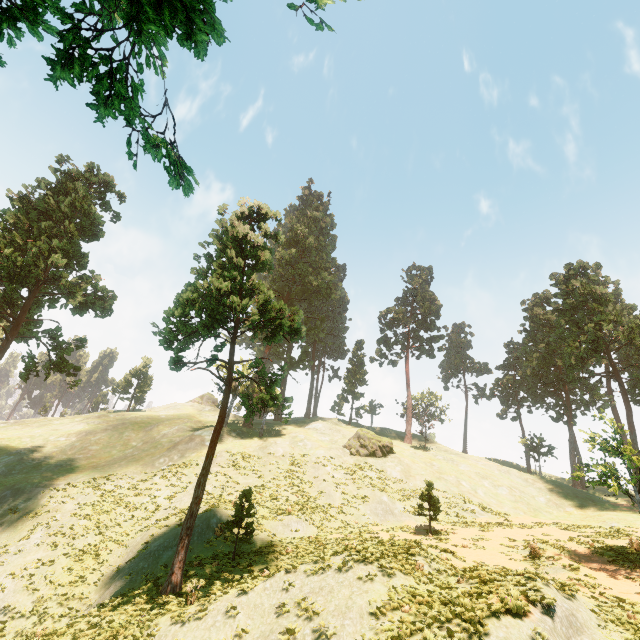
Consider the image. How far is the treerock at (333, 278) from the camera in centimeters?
1727cm

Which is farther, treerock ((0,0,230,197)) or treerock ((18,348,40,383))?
treerock ((18,348,40,383))

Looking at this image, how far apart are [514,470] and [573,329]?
19.85m

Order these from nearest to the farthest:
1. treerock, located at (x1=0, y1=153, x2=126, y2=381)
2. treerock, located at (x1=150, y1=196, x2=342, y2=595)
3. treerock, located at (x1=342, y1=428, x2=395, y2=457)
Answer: treerock, located at (x1=150, y1=196, x2=342, y2=595) < treerock, located at (x1=0, y1=153, x2=126, y2=381) < treerock, located at (x1=342, y1=428, x2=395, y2=457)

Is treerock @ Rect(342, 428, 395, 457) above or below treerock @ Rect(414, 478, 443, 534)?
above

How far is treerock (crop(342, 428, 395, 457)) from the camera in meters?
38.4

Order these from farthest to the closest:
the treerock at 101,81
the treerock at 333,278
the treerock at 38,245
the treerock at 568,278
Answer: the treerock at 38,245 < the treerock at 568,278 < the treerock at 333,278 < the treerock at 101,81
